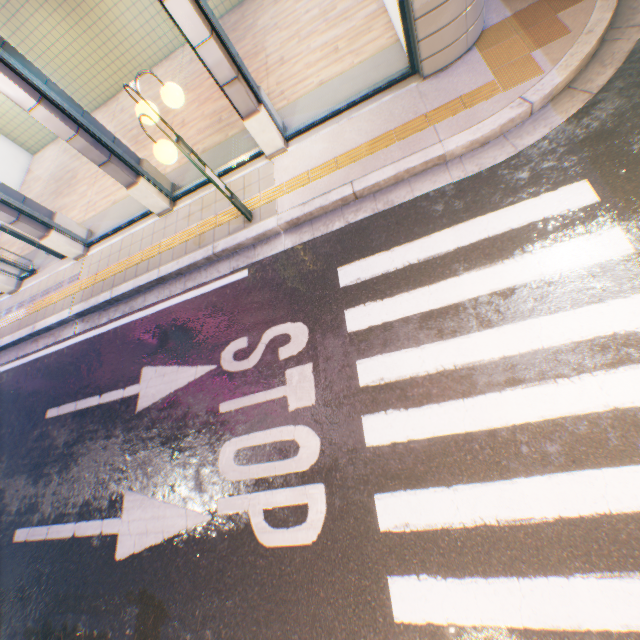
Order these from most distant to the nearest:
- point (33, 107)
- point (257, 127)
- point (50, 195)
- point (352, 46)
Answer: point (50, 195) → point (352, 46) → point (257, 127) → point (33, 107)

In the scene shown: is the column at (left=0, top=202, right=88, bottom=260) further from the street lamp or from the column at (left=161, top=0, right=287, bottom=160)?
the column at (left=161, top=0, right=287, bottom=160)

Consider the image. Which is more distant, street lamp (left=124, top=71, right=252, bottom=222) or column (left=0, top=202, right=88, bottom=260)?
column (left=0, top=202, right=88, bottom=260)

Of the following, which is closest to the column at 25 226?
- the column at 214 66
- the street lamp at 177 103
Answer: the street lamp at 177 103

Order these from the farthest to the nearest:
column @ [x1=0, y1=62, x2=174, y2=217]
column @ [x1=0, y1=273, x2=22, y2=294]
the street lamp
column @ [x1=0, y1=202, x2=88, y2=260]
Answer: column @ [x1=0, y1=273, x2=22, y2=294] < column @ [x1=0, y1=202, x2=88, y2=260] < column @ [x1=0, y1=62, x2=174, y2=217] < the street lamp

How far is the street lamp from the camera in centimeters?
396cm

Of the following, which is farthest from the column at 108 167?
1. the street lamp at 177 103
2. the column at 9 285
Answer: the column at 9 285
